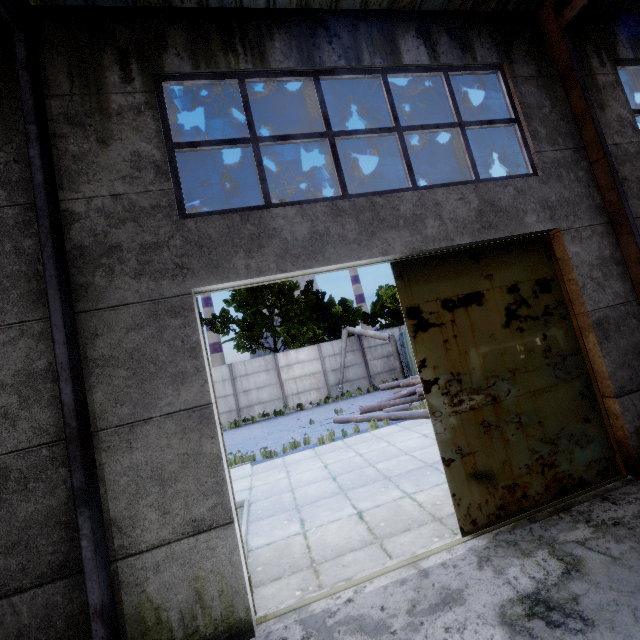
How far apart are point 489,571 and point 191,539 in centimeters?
333cm

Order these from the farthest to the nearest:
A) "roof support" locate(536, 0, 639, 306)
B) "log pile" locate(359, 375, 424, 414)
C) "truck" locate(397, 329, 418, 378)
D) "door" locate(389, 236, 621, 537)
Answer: "truck" locate(397, 329, 418, 378)
"log pile" locate(359, 375, 424, 414)
"roof support" locate(536, 0, 639, 306)
"door" locate(389, 236, 621, 537)

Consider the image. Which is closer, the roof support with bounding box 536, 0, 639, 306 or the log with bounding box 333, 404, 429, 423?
the roof support with bounding box 536, 0, 639, 306

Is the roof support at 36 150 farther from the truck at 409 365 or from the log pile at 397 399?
the truck at 409 365

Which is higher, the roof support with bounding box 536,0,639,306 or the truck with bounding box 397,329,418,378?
the roof support with bounding box 536,0,639,306

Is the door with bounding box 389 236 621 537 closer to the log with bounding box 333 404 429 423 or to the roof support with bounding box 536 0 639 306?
the roof support with bounding box 536 0 639 306

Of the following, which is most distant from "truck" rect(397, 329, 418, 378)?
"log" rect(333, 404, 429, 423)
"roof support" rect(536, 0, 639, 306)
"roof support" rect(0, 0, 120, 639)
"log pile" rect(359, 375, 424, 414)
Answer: "roof support" rect(0, 0, 120, 639)

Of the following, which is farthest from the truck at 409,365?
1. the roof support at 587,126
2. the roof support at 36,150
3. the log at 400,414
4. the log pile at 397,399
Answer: the roof support at 36,150
